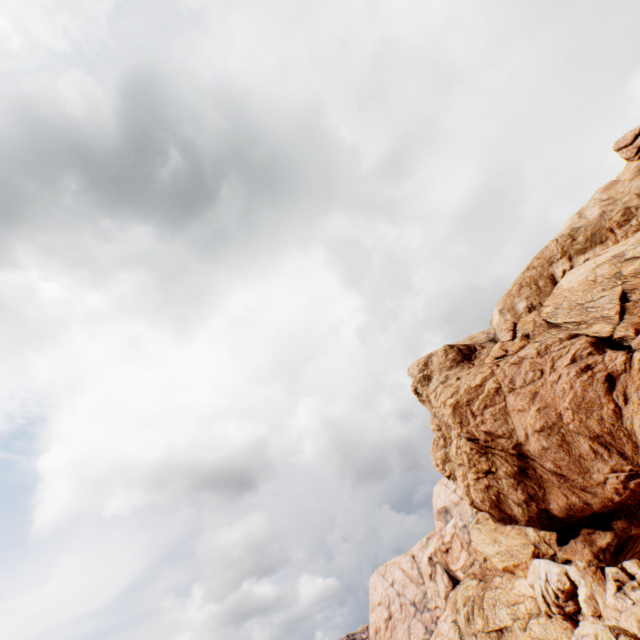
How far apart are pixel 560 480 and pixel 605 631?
35.1 meters
